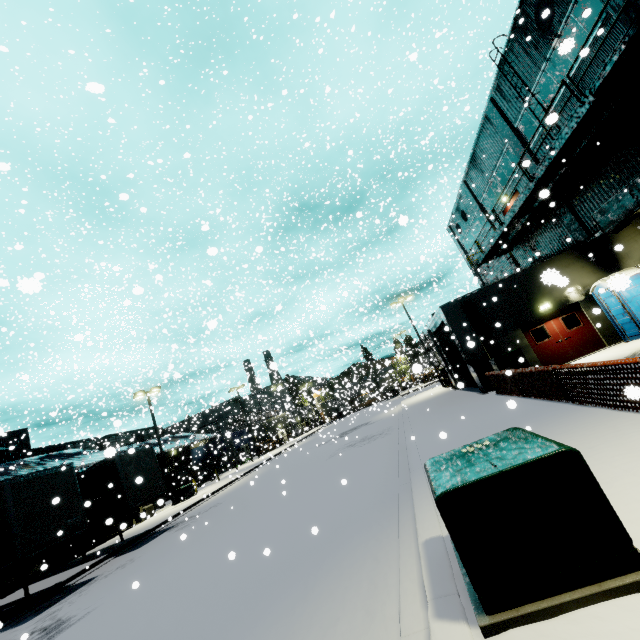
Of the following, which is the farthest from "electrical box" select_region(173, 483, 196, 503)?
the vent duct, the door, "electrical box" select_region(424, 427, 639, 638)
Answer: "electrical box" select_region(424, 427, 639, 638)

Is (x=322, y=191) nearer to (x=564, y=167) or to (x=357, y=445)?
(x=564, y=167)

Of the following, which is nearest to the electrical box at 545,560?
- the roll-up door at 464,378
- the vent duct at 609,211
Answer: the vent duct at 609,211

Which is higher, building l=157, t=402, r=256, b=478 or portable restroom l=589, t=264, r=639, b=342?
building l=157, t=402, r=256, b=478

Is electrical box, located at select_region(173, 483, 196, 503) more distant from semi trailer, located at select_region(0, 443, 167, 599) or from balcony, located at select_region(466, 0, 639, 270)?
balcony, located at select_region(466, 0, 639, 270)

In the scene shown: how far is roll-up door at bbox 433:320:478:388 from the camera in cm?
1967

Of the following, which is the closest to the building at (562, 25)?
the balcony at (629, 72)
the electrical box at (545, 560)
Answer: the balcony at (629, 72)

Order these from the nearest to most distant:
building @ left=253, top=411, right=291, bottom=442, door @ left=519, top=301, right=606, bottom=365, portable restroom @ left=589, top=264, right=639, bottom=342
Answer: portable restroom @ left=589, top=264, right=639, bottom=342, door @ left=519, top=301, right=606, bottom=365, building @ left=253, top=411, right=291, bottom=442
